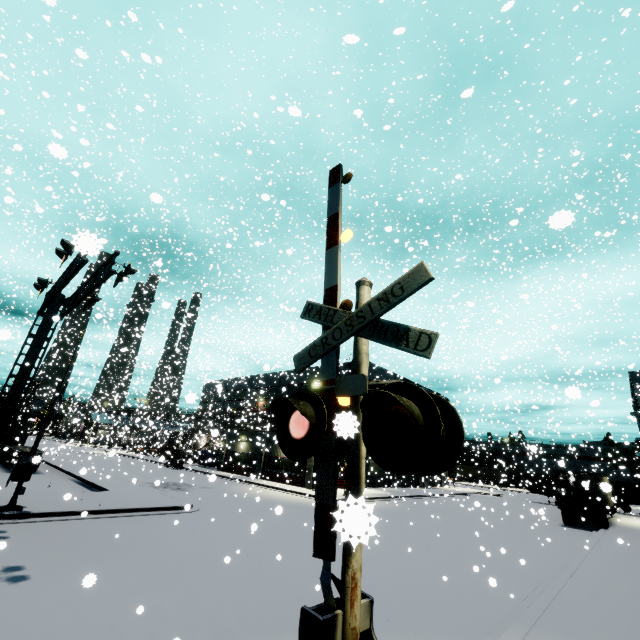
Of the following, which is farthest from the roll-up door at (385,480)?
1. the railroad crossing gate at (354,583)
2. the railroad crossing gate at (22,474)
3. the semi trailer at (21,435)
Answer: the railroad crossing gate at (22,474)

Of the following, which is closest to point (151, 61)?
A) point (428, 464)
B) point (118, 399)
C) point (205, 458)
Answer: point (428, 464)

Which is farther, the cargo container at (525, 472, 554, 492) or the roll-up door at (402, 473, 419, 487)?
the roll-up door at (402, 473, 419, 487)

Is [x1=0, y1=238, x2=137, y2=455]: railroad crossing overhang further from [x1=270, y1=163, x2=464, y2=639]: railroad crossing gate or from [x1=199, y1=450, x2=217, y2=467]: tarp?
[x1=199, y1=450, x2=217, y2=467]: tarp

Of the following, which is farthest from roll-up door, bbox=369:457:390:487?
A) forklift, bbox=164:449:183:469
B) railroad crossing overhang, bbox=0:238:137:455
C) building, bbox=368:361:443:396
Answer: railroad crossing overhang, bbox=0:238:137:455

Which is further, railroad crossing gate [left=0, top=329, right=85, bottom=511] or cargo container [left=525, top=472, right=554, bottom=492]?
cargo container [left=525, top=472, right=554, bottom=492]

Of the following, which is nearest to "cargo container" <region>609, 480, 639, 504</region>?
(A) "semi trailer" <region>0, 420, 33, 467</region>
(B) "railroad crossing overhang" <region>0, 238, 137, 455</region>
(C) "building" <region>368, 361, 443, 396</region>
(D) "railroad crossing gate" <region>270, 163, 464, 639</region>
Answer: (C) "building" <region>368, 361, 443, 396</region>

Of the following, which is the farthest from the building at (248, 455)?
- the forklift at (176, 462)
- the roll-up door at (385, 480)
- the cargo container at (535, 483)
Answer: the forklift at (176, 462)
